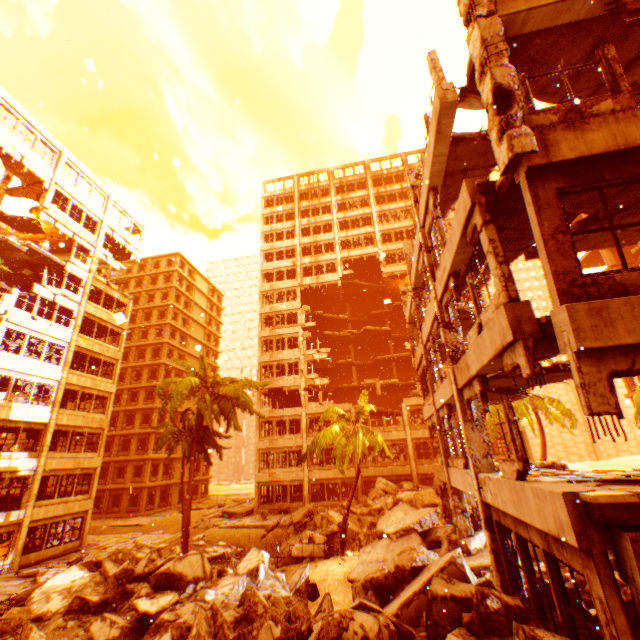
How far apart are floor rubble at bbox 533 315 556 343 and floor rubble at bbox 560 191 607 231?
2.5m

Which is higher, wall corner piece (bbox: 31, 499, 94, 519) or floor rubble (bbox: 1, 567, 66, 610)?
wall corner piece (bbox: 31, 499, 94, 519)

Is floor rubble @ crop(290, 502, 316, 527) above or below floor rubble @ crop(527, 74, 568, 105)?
below

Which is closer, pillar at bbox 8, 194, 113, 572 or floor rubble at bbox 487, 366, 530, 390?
floor rubble at bbox 487, 366, 530, 390

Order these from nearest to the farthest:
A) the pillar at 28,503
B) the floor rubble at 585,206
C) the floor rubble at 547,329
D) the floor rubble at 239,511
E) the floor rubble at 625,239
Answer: the floor rubble at 547,329
the floor rubble at 585,206
the floor rubble at 625,239
the pillar at 28,503
the floor rubble at 239,511

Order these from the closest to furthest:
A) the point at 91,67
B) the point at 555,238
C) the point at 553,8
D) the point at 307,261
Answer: the point at 555,238, the point at 553,8, the point at 91,67, the point at 307,261

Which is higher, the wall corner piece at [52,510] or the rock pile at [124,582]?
the wall corner piece at [52,510]

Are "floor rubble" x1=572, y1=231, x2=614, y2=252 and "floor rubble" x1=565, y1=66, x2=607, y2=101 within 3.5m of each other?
yes
